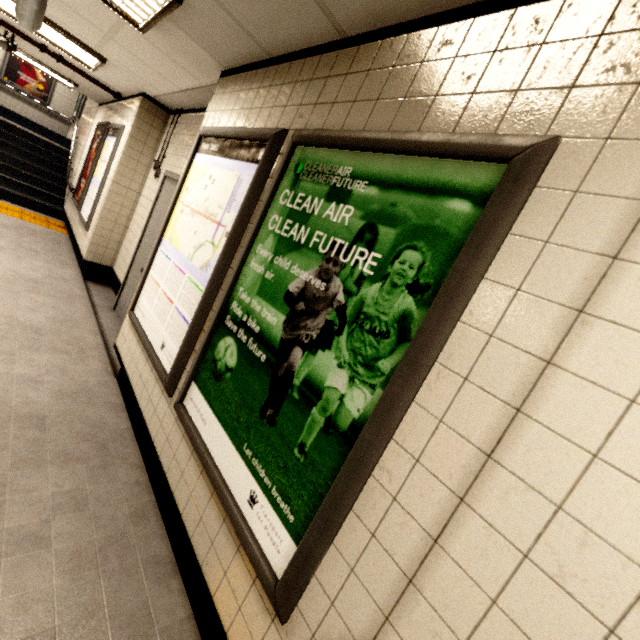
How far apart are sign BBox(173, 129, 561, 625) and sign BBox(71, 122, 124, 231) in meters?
4.8

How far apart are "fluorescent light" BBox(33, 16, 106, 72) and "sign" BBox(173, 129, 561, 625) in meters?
4.0 m

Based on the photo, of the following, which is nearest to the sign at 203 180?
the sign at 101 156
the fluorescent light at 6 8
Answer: the fluorescent light at 6 8

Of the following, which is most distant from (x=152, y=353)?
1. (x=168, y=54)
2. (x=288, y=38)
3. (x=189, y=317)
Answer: (x=168, y=54)

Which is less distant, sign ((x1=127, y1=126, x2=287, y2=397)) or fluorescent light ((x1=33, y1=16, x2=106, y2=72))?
sign ((x1=127, y1=126, x2=287, y2=397))

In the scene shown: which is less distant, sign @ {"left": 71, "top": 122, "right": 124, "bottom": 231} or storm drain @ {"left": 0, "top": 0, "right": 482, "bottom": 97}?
storm drain @ {"left": 0, "top": 0, "right": 482, "bottom": 97}

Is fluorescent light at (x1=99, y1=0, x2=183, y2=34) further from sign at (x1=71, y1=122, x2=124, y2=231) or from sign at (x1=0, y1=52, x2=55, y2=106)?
sign at (x1=0, y1=52, x2=55, y2=106)

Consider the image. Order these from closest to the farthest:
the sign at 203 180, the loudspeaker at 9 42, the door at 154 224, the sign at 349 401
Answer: the sign at 349 401 < the sign at 203 180 < the door at 154 224 < the loudspeaker at 9 42
